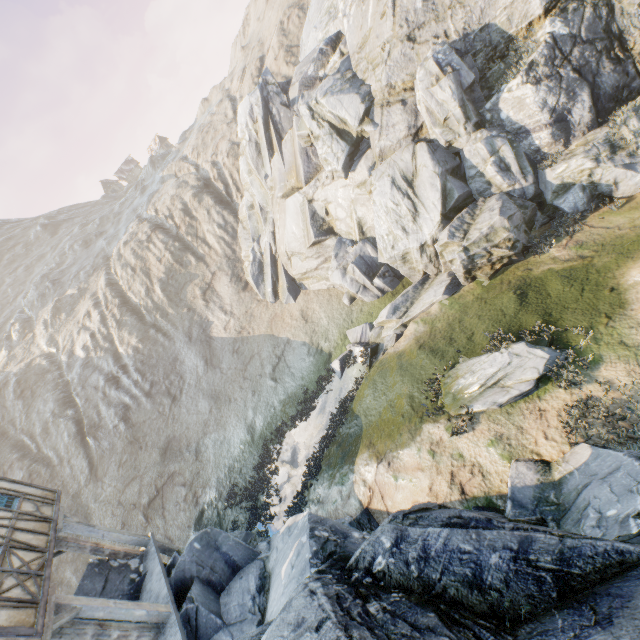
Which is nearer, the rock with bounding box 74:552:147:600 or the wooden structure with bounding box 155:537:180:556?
the rock with bounding box 74:552:147:600

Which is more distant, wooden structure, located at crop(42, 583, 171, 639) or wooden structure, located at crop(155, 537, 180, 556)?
wooden structure, located at crop(155, 537, 180, 556)

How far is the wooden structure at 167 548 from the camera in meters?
11.1

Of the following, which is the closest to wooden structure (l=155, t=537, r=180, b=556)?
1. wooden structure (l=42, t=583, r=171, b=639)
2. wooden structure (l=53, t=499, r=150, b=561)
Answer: wooden structure (l=53, t=499, r=150, b=561)

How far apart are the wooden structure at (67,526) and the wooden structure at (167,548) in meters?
0.1

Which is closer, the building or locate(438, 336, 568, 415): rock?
the building

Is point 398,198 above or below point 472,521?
below

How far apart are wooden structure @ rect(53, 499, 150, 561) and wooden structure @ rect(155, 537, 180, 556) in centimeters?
11cm
